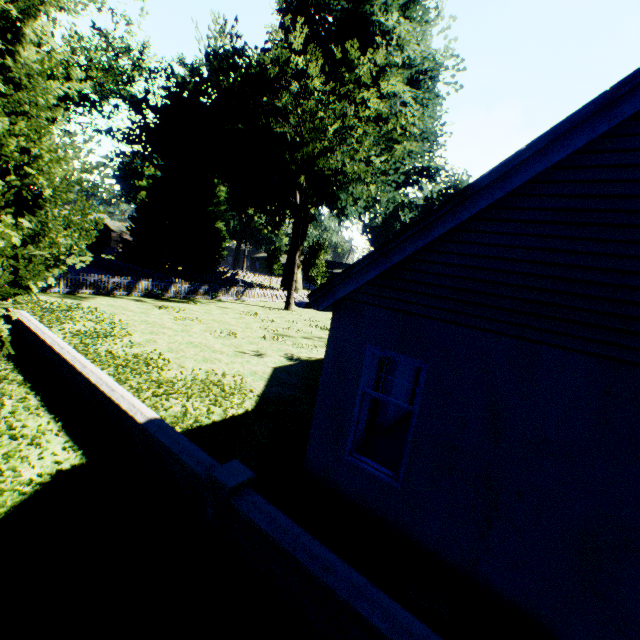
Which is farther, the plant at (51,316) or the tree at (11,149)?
the plant at (51,316)

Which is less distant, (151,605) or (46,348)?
(151,605)

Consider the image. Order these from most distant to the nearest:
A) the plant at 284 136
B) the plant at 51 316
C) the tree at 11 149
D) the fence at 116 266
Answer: the plant at 284 136 < the fence at 116 266 < the plant at 51 316 < the tree at 11 149

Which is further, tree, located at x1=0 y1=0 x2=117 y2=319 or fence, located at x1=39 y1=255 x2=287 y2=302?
fence, located at x1=39 y1=255 x2=287 y2=302

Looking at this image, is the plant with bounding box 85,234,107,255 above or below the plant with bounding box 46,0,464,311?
below

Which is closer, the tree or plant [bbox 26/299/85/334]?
the tree

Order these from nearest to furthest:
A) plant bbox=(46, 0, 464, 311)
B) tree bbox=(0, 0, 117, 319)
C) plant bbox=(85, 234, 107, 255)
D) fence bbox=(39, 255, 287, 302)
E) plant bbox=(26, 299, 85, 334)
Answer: tree bbox=(0, 0, 117, 319) → plant bbox=(26, 299, 85, 334) → fence bbox=(39, 255, 287, 302) → plant bbox=(46, 0, 464, 311) → plant bbox=(85, 234, 107, 255)

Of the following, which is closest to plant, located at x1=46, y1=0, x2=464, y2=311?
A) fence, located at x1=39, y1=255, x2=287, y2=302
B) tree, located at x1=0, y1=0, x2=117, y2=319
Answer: fence, located at x1=39, y1=255, x2=287, y2=302
